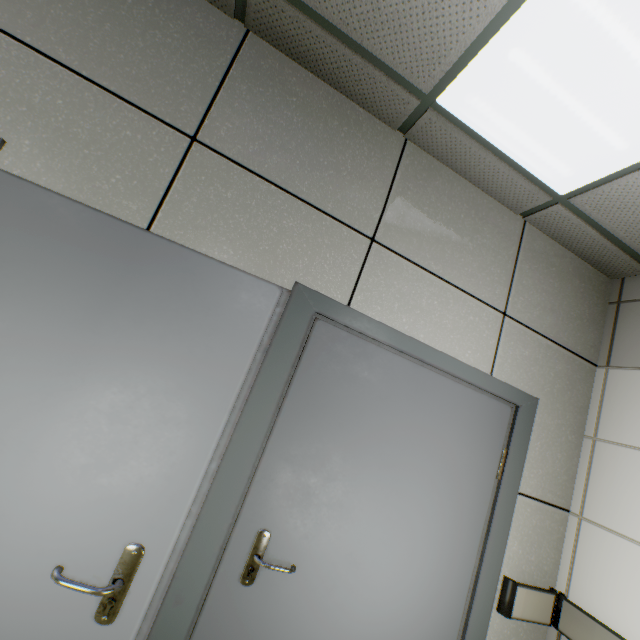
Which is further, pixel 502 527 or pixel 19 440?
pixel 502 527
